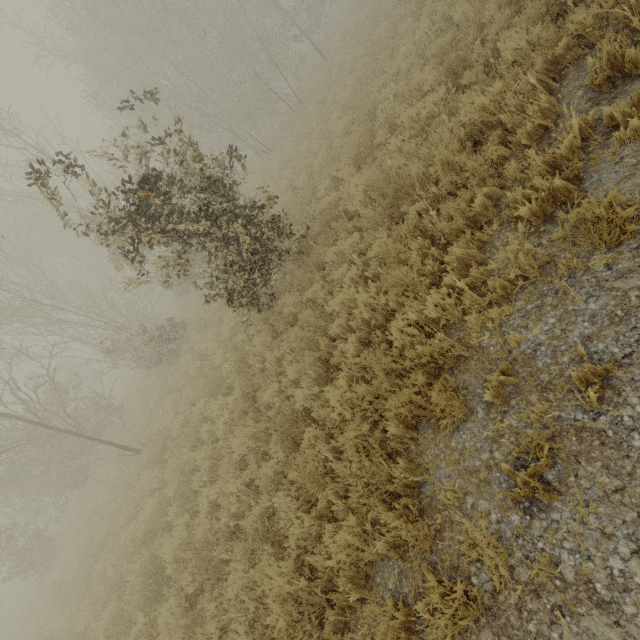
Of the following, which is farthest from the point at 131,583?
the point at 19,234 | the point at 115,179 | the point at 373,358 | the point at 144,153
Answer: the point at 19,234
